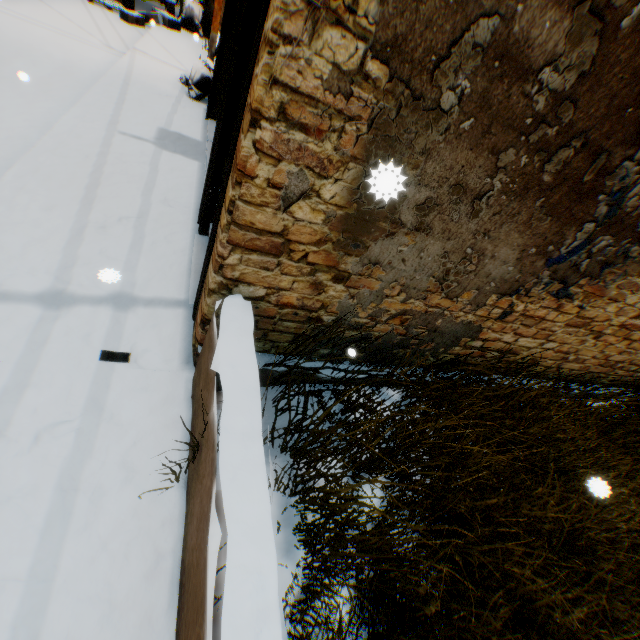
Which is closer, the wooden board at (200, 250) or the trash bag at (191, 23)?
the wooden board at (200, 250)

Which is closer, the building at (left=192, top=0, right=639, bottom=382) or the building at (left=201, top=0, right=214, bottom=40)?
the building at (left=192, top=0, right=639, bottom=382)

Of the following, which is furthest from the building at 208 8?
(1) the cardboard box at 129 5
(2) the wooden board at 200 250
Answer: (1) the cardboard box at 129 5

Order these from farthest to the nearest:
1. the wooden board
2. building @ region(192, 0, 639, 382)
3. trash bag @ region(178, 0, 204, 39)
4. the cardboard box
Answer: trash bag @ region(178, 0, 204, 39) < the cardboard box < the wooden board < building @ region(192, 0, 639, 382)

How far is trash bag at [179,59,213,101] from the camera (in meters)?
7.07

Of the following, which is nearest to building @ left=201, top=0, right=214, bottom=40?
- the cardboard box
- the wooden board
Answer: the wooden board

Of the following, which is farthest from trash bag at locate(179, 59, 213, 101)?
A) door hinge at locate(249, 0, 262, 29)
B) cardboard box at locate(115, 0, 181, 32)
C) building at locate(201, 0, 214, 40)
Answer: cardboard box at locate(115, 0, 181, 32)

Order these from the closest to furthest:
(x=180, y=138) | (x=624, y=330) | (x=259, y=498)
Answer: (x=259, y=498) < (x=624, y=330) < (x=180, y=138)
